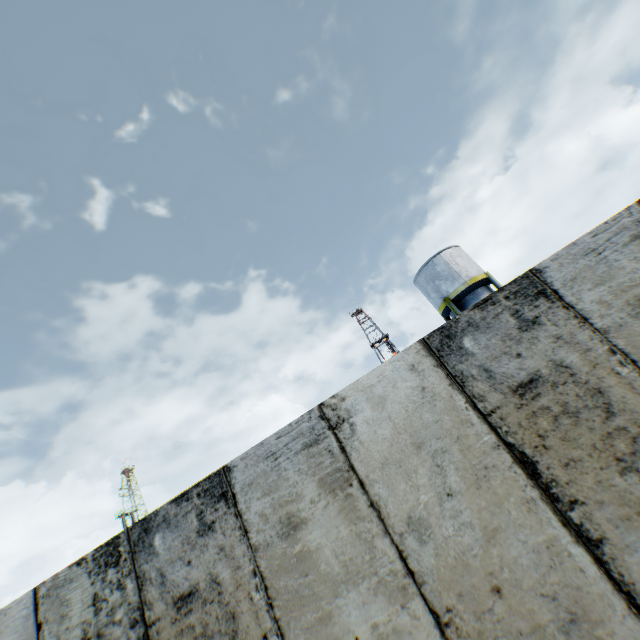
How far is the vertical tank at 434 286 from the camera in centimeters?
2103cm

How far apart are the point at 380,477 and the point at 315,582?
1.0m

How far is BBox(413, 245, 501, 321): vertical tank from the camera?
21.03m
